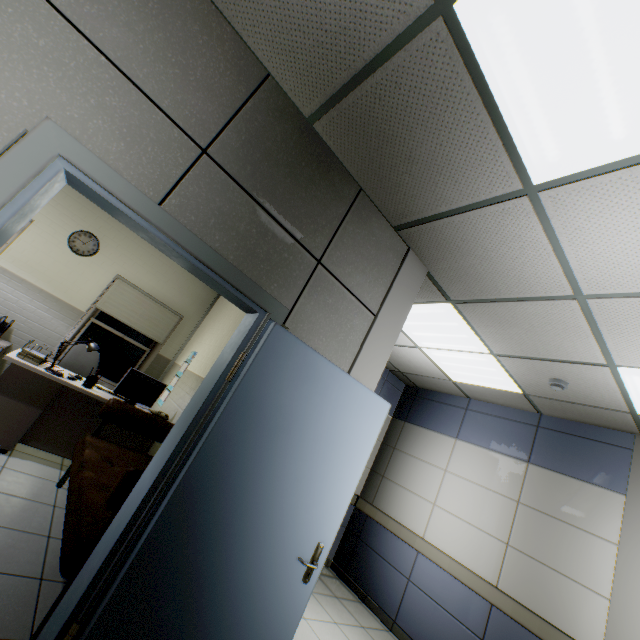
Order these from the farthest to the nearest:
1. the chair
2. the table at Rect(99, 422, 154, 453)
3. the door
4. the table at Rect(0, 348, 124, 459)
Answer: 1. the chair
2. the table at Rect(99, 422, 154, 453)
3. the table at Rect(0, 348, 124, 459)
4. the door

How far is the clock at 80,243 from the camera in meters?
5.3 m

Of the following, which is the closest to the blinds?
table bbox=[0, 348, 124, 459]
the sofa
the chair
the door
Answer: the chair

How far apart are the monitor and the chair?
1.0m

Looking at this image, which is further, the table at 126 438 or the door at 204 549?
the table at 126 438

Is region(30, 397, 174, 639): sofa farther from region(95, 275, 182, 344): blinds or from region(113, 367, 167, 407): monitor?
region(95, 275, 182, 344): blinds

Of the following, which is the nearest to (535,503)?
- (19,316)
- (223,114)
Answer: (223,114)

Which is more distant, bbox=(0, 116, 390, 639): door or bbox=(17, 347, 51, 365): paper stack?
Answer: bbox=(17, 347, 51, 365): paper stack
